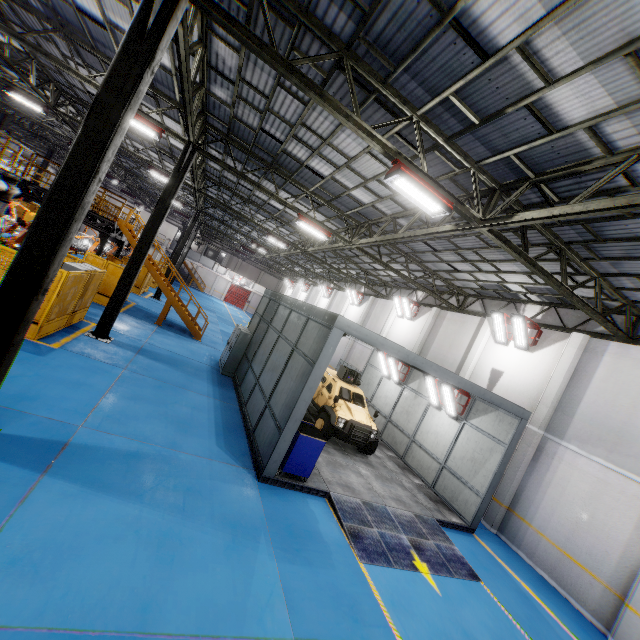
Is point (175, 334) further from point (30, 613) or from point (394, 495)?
→ point (30, 613)

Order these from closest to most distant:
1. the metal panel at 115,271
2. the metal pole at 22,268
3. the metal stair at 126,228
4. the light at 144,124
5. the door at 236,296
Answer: the metal pole at 22,268 → the metal panel at 115,271 → the light at 144,124 → the metal stair at 126,228 → the door at 236,296

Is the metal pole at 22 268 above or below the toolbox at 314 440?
above

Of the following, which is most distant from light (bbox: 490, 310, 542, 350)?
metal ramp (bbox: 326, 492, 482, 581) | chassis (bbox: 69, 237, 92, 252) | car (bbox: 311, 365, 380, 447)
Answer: chassis (bbox: 69, 237, 92, 252)

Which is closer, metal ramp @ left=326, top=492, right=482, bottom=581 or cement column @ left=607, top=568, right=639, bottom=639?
metal ramp @ left=326, top=492, right=482, bottom=581

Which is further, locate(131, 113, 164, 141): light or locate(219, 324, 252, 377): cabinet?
locate(219, 324, 252, 377): cabinet

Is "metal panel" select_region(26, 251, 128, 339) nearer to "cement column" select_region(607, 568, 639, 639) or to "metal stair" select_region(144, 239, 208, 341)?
"metal stair" select_region(144, 239, 208, 341)

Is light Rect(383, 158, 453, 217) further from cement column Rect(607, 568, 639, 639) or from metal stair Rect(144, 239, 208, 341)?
metal stair Rect(144, 239, 208, 341)
